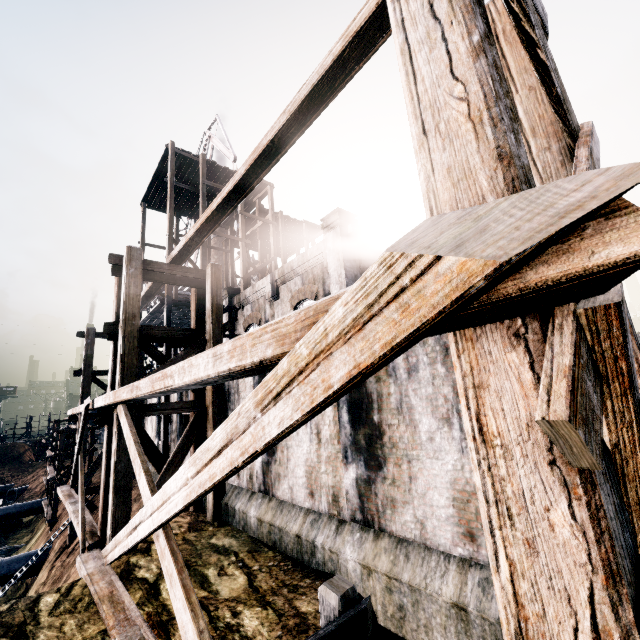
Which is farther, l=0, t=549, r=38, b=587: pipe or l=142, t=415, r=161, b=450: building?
l=0, t=549, r=38, b=587: pipe

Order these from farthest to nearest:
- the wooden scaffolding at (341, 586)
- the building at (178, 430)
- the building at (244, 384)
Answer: the building at (178, 430) → the building at (244, 384) → the wooden scaffolding at (341, 586)

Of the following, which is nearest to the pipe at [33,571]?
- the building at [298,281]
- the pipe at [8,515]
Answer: the building at [298,281]

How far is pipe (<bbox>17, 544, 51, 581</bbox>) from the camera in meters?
21.8

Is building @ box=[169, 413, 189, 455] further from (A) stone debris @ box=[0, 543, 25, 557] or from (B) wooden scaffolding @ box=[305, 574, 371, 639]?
(A) stone debris @ box=[0, 543, 25, 557]

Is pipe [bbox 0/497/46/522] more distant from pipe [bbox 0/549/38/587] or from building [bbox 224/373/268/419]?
pipe [bbox 0/549/38/587]

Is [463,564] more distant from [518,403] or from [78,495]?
[78,495]

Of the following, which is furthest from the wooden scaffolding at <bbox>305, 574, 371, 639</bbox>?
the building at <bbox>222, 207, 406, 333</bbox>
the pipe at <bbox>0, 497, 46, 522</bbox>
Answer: the pipe at <bbox>0, 497, 46, 522</bbox>
